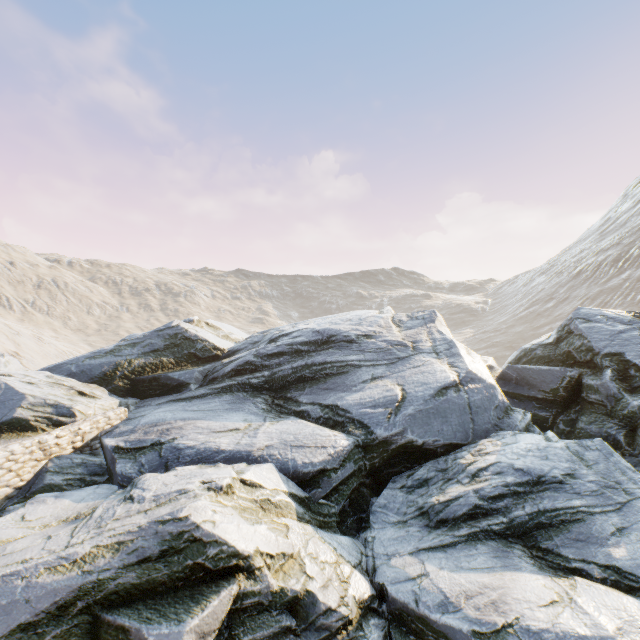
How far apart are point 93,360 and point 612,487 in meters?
19.8
